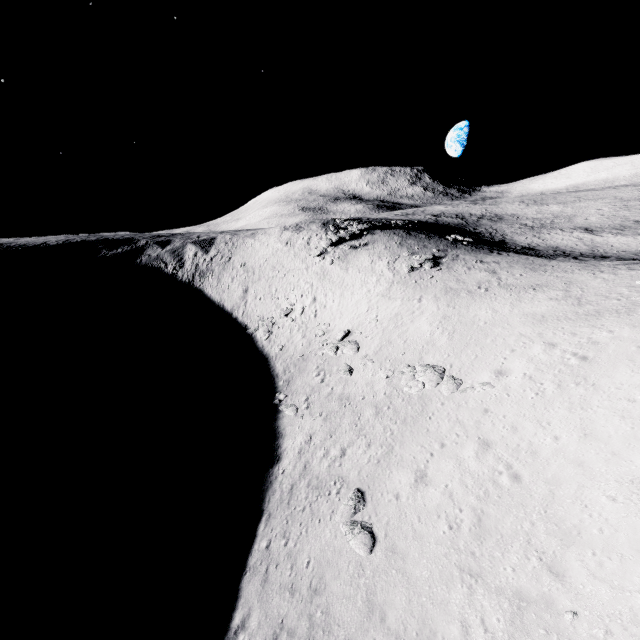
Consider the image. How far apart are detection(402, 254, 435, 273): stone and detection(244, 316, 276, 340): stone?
15.54m

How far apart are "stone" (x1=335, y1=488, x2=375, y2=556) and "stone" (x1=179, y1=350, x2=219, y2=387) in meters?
22.3 m

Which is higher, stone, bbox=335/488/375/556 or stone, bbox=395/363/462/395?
stone, bbox=395/363/462/395

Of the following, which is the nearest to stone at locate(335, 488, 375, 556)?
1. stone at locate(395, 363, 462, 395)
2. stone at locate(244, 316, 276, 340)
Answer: stone at locate(395, 363, 462, 395)

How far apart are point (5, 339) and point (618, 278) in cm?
5772

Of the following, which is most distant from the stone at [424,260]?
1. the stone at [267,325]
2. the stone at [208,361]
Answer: the stone at [208,361]

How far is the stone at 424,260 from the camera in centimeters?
3547cm

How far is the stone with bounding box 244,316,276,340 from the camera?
35.7 meters
